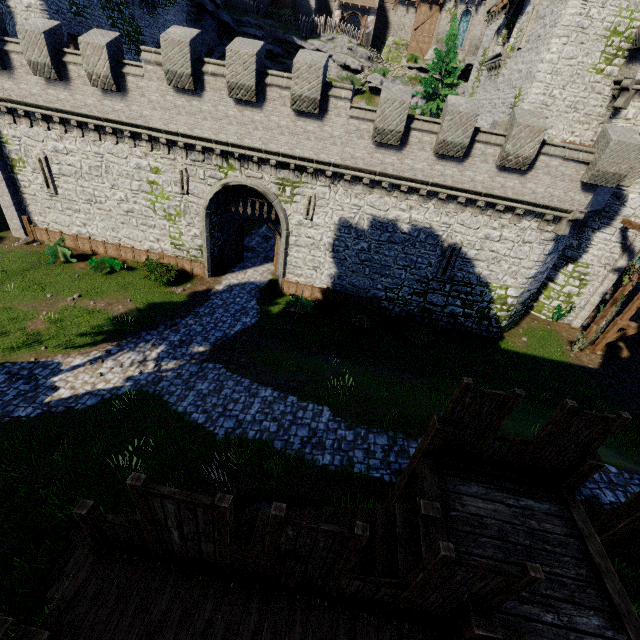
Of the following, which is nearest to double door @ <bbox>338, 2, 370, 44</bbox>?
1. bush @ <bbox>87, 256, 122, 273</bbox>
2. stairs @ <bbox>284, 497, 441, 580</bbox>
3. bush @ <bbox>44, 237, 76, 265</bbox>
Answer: bush @ <bbox>87, 256, 122, 273</bbox>

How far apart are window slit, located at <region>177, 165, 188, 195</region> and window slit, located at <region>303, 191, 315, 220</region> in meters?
6.7

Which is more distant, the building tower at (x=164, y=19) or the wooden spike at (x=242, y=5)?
the wooden spike at (x=242, y=5)

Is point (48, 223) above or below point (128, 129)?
below

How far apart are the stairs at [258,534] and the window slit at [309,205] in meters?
14.9

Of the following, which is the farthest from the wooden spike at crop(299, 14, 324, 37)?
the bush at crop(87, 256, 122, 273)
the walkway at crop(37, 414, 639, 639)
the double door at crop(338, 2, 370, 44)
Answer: the walkway at crop(37, 414, 639, 639)

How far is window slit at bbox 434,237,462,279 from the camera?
17.9 meters

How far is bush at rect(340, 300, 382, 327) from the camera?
18.9 meters
